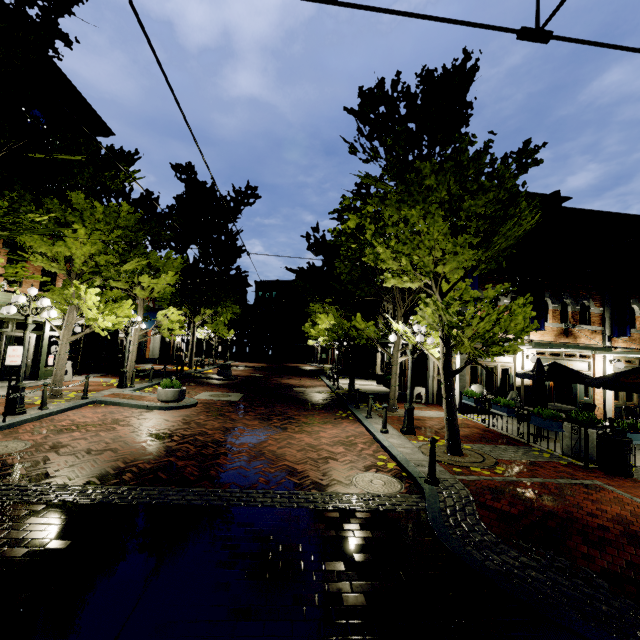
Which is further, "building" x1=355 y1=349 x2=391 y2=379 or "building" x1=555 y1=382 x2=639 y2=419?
"building" x1=355 y1=349 x2=391 y2=379

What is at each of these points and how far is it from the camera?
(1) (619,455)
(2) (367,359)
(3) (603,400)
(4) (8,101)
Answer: (1) garbage can, 7.26m
(2) building, 31.09m
(3) building, 14.72m
(4) tree, 6.29m

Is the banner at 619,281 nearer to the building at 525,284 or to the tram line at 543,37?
the building at 525,284

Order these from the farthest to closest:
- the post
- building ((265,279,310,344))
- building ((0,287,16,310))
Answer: building ((265,279,310,344))
building ((0,287,16,310))
the post

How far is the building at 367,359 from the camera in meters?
24.2

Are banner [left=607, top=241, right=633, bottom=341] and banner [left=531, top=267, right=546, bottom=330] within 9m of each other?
yes

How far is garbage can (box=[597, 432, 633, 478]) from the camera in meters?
7.2 m

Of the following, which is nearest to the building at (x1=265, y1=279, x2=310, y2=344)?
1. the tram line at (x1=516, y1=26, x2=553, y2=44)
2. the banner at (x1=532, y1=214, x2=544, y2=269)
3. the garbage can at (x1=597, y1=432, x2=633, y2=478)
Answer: the banner at (x1=532, y1=214, x2=544, y2=269)
